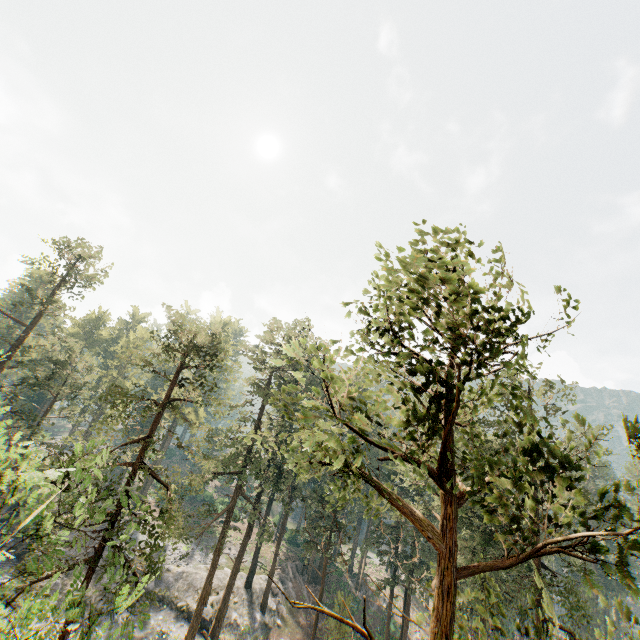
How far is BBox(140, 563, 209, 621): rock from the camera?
32.00m

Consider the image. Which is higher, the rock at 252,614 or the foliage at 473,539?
the foliage at 473,539

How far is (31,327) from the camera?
32.8m

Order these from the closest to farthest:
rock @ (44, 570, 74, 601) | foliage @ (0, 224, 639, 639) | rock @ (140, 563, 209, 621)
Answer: foliage @ (0, 224, 639, 639) → rock @ (44, 570, 74, 601) → rock @ (140, 563, 209, 621)

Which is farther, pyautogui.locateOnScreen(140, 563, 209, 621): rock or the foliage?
pyautogui.locateOnScreen(140, 563, 209, 621): rock

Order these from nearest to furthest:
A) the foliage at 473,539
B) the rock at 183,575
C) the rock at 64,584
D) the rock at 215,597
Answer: the foliage at 473,539 < the rock at 64,584 < the rock at 215,597 < the rock at 183,575

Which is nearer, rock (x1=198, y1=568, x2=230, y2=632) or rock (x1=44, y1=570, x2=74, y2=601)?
rock (x1=44, y1=570, x2=74, y2=601)

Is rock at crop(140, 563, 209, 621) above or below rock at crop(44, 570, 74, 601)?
above
